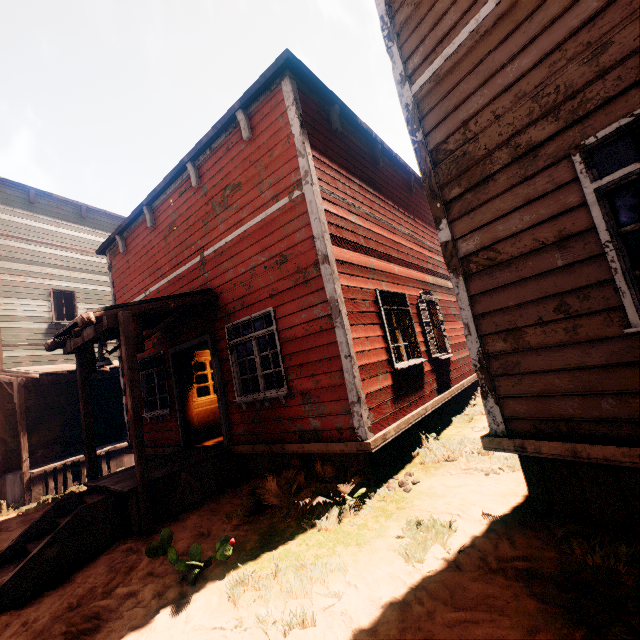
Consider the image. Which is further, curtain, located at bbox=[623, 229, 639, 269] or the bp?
the bp

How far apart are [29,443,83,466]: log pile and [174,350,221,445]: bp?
6.6 meters

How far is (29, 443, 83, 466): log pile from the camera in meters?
10.2

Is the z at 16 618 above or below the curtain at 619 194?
below

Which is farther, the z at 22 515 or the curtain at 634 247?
the z at 22 515

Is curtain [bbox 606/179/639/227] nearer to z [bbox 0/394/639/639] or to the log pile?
z [bbox 0/394/639/639]

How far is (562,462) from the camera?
2.9m

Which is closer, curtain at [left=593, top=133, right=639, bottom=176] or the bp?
curtain at [left=593, top=133, right=639, bottom=176]
